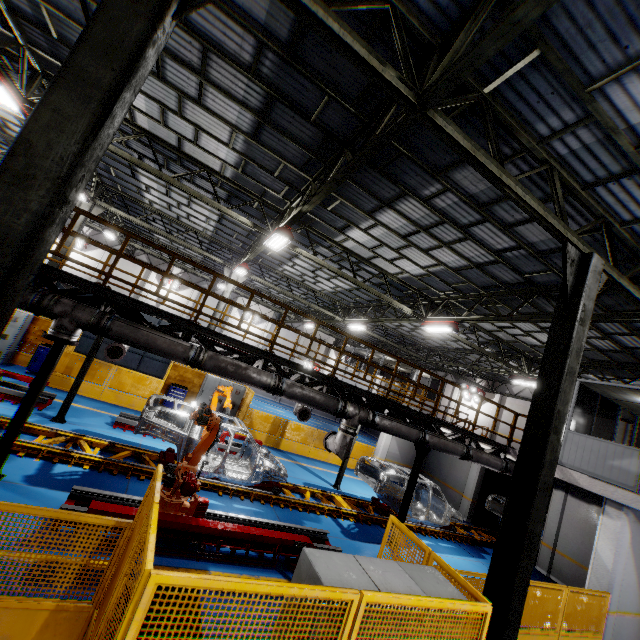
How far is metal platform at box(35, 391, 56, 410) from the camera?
10.0m

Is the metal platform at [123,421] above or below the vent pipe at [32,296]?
below

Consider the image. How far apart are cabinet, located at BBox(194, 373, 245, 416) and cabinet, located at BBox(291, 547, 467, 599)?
13.4 meters

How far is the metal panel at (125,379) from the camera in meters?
13.1

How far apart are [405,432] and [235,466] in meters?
5.7

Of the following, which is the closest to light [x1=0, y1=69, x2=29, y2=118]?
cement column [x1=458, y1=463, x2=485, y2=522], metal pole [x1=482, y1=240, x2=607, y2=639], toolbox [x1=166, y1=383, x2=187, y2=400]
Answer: toolbox [x1=166, y1=383, x2=187, y2=400]

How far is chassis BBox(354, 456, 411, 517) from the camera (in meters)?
11.26

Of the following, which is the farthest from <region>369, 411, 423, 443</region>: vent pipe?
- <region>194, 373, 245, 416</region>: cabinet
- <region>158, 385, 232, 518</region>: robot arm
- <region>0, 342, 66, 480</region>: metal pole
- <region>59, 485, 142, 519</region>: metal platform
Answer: <region>194, 373, 245, 416</region>: cabinet
